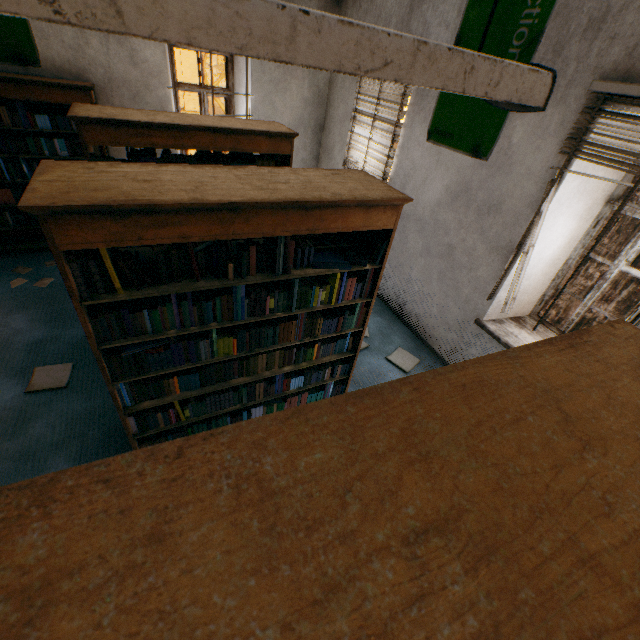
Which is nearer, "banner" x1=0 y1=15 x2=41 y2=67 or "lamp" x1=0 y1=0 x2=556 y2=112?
"lamp" x1=0 y1=0 x2=556 y2=112

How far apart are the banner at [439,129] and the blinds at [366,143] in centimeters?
42cm

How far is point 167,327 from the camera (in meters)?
2.03

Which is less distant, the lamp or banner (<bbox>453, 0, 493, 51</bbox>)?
the lamp

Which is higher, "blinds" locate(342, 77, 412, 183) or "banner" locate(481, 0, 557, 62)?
"banner" locate(481, 0, 557, 62)

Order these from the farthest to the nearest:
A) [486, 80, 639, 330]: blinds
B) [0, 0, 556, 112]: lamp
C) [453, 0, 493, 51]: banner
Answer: [453, 0, 493, 51]: banner < [486, 80, 639, 330]: blinds < [0, 0, 556, 112]: lamp

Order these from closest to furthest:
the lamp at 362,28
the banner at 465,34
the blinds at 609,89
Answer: the lamp at 362,28
the blinds at 609,89
the banner at 465,34

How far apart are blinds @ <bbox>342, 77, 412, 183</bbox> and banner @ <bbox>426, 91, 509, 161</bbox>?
0.4m
